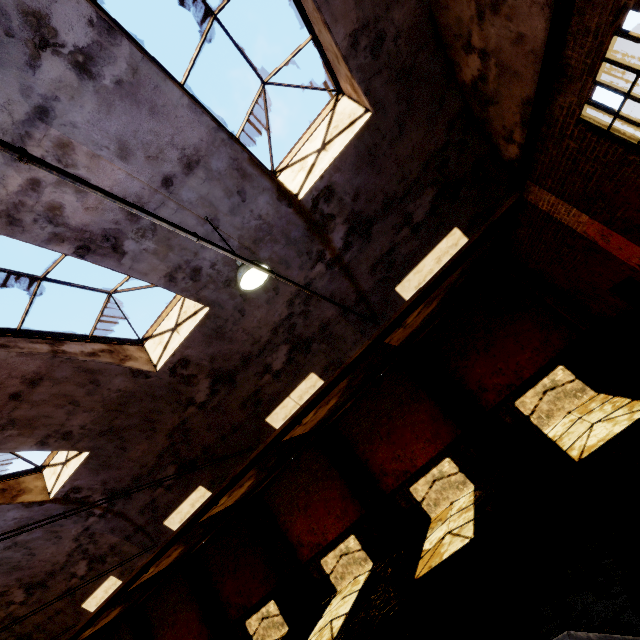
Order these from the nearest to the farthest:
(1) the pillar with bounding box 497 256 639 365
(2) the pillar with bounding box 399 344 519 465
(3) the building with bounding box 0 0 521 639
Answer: (3) the building with bounding box 0 0 521 639
(1) the pillar with bounding box 497 256 639 365
(2) the pillar with bounding box 399 344 519 465

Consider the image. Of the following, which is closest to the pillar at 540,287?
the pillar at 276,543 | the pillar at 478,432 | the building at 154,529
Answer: the pillar at 478,432

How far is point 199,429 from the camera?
8.8m

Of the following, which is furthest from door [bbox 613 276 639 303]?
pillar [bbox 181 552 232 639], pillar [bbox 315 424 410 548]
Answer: pillar [bbox 181 552 232 639]

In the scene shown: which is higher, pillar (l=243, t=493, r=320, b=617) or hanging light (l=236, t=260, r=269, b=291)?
hanging light (l=236, t=260, r=269, b=291)

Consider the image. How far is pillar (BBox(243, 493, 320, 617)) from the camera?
13.01m

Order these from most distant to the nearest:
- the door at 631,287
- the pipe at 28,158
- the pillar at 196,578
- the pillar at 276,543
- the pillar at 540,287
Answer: the pillar at 196,578, the pillar at 276,543, the pillar at 540,287, the door at 631,287, the pipe at 28,158

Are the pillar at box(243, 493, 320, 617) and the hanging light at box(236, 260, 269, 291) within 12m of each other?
no
